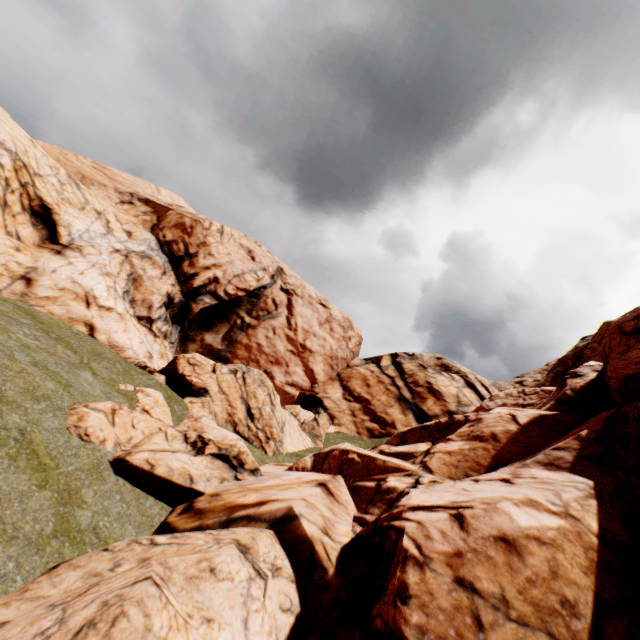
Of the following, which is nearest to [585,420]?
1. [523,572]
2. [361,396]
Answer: [523,572]
